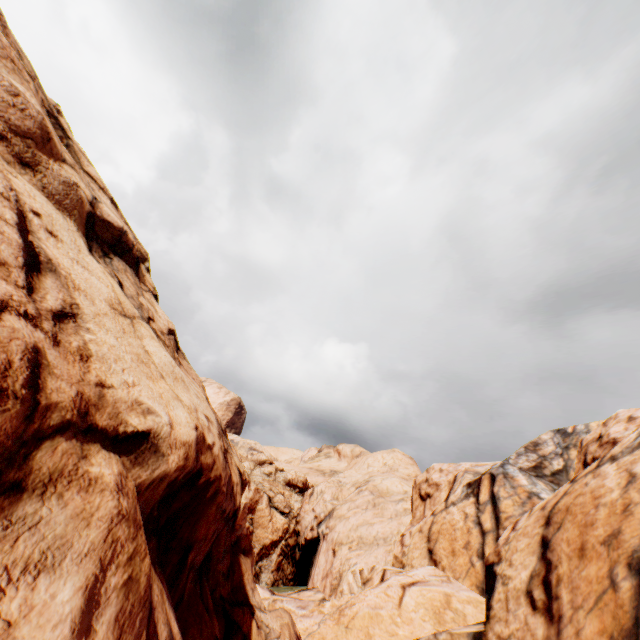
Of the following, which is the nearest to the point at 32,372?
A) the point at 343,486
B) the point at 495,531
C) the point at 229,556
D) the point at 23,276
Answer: the point at 23,276
